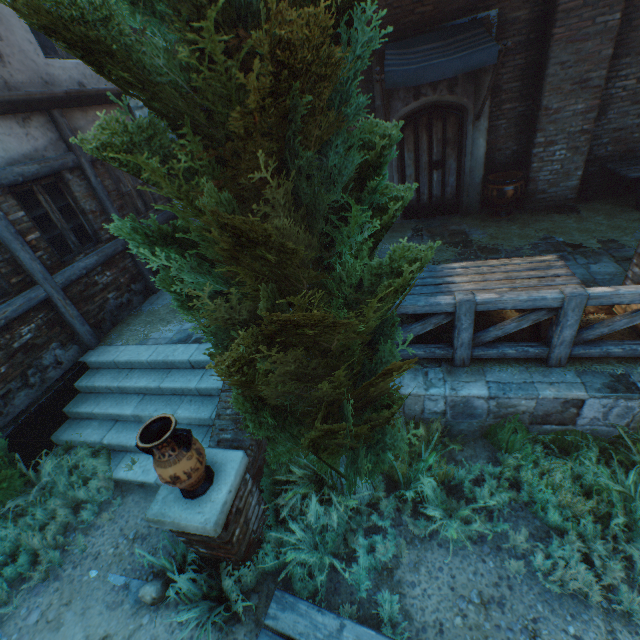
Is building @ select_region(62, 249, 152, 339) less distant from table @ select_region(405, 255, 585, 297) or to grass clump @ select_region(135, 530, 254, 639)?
grass clump @ select_region(135, 530, 254, 639)

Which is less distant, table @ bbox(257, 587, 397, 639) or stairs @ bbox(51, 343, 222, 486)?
table @ bbox(257, 587, 397, 639)

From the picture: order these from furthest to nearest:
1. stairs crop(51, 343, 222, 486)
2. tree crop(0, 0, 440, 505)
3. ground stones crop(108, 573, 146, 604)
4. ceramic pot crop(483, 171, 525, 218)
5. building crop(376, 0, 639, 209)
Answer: ceramic pot crop(483, 171, 525, 218) → building crop(376, 0, 639, 209) → stairs crop(51, 343, 222, 486) → ground stones crop(108, 573, 146, 604) → tree crop(0, 0, 440, 505)

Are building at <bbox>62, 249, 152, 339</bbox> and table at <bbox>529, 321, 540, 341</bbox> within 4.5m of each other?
no

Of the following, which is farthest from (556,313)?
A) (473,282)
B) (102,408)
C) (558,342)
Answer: (102,408)

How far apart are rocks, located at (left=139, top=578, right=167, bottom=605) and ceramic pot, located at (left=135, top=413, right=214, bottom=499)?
1.48m

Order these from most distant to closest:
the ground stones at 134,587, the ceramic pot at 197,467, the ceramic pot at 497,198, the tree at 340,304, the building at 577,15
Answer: the ceramic pot at 497,198 → the building at 577,15 → the ground stones at 134,587 → the ceramic pot at 197,467 → the tree at 340,304

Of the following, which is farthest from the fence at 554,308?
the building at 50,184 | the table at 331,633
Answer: the building at 50,184
